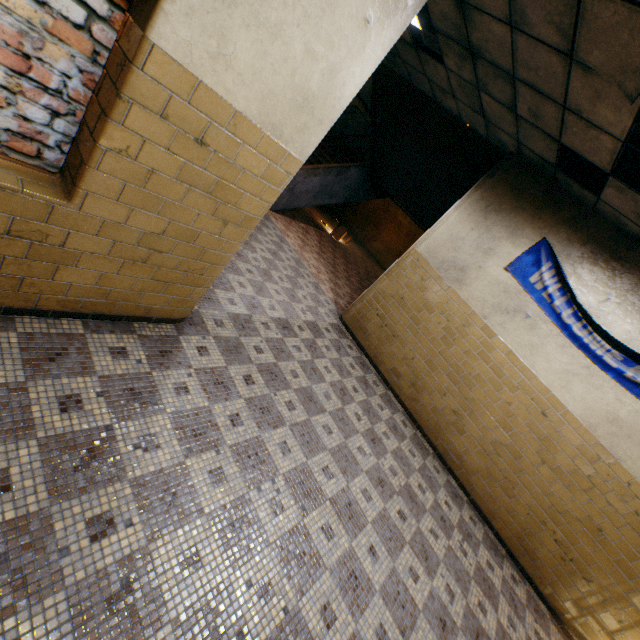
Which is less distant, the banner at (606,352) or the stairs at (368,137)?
the banner at (606,352)

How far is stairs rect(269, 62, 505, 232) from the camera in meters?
6.1

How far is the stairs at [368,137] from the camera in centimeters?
607cm

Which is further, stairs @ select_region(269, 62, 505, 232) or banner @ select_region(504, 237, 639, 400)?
stairs @ select_region(269, 62, 505, 232)

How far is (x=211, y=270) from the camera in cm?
294
